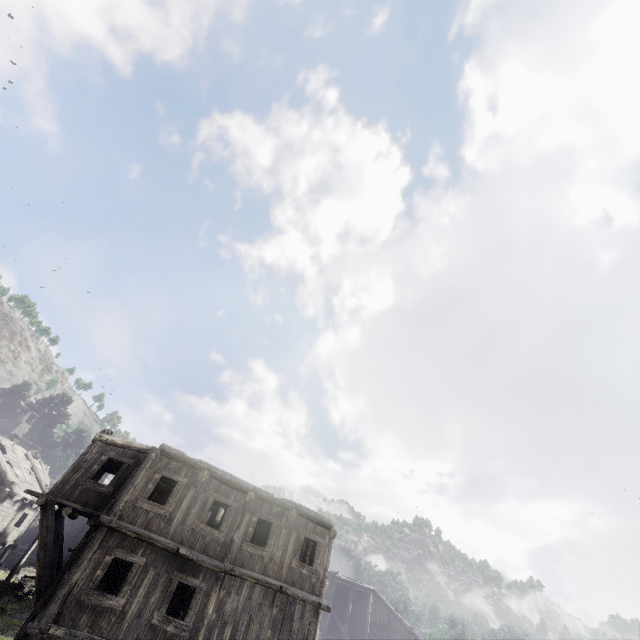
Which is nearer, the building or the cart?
the building

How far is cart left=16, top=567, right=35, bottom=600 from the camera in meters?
24.7

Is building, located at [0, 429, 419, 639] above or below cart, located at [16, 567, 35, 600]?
above

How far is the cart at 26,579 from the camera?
24.7 meters

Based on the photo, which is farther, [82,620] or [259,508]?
[259,508]

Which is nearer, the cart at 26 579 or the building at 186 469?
the building at 186 469
